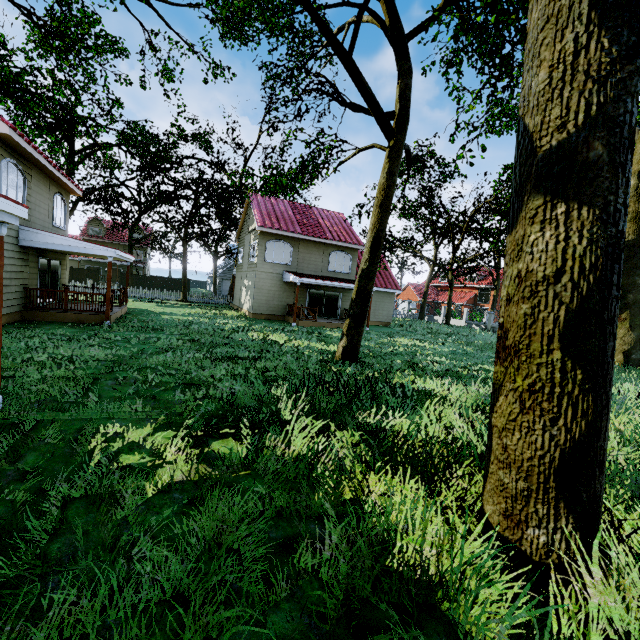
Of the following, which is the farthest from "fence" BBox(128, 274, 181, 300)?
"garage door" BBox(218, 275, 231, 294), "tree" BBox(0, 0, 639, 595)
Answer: "garage door" BBox(218, 275, 231, 294)

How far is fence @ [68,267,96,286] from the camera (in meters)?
28.07

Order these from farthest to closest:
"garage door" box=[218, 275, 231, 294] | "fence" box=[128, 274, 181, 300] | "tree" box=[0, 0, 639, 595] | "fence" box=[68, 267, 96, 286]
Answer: "garage door" box=[218, 275, 231, 294] → "fence" box=[128, 274, 181, 300] → "fence" box=[68, 267, 96, 286] → "tree" box=[0, 0, 639, 595]

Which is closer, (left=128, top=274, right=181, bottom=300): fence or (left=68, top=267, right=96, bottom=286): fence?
(left=68, top=267, right=96, bottom=286): fence

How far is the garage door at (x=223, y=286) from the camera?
47.97m

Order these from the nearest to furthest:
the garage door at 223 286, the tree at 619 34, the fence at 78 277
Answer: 1. the tree at 619 34
2. the fence at 78 277
3. the garage door at 223 286

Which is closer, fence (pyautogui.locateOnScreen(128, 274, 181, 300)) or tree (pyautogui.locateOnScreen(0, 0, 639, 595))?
tree (pyautogui.locateOnScreen(0, 0, 639, 595))

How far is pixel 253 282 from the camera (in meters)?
22.91
